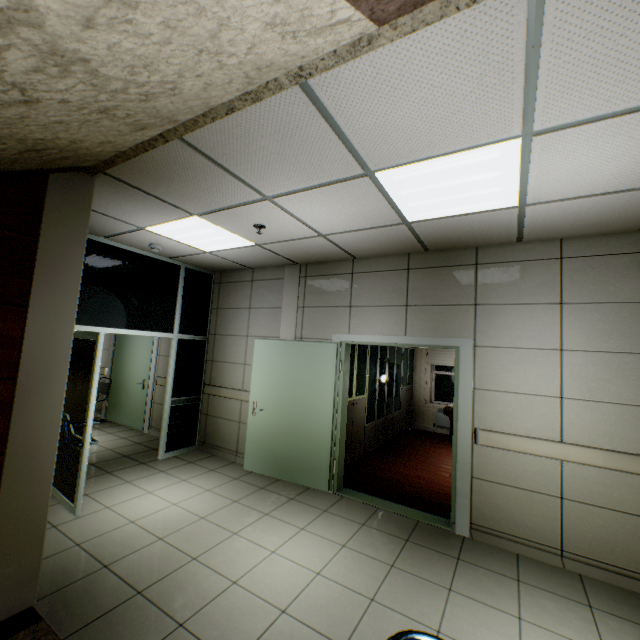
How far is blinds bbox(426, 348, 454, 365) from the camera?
8.45m

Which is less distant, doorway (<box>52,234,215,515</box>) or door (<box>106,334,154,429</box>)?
doorway (<box>52,234,215,515</box>)

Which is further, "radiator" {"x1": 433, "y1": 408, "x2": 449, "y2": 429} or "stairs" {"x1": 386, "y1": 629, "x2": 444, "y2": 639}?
"radiator" {"x1": 433, "y1": 408, "x2": 449, "y2": 429}

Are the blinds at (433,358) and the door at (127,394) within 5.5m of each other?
no

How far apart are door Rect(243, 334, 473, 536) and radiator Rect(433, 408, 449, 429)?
4.7m

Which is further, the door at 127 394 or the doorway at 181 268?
the door at 127 394

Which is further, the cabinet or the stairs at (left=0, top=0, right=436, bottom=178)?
the cabinet

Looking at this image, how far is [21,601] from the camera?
2.22m
